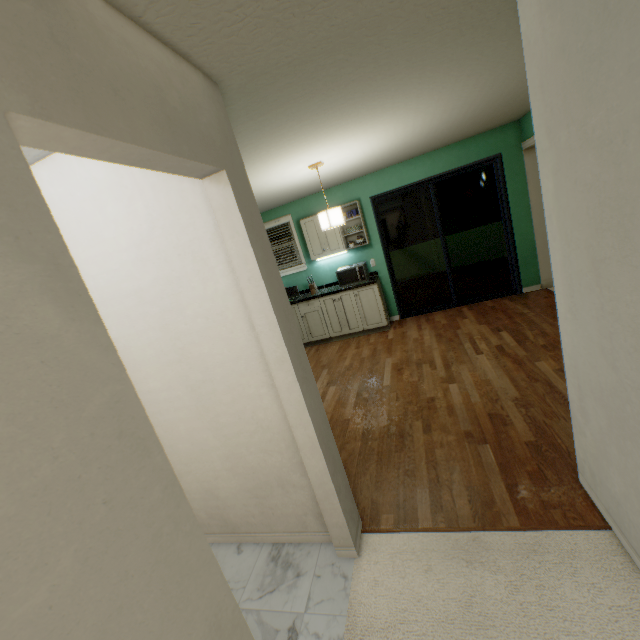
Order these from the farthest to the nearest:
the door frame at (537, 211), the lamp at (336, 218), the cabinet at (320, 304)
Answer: the cabinet at (320, 304) < the door frame at (537, 211) < the lamp at (336, 218)

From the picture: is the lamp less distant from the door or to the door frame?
the door

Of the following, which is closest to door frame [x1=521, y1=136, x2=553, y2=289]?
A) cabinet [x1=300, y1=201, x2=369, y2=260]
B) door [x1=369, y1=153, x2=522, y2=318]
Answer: door [x1=369, y1=153, x2=522, y2=318]

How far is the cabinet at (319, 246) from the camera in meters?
5.3

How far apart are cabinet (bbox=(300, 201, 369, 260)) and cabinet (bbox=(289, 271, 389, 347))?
0.5 meters

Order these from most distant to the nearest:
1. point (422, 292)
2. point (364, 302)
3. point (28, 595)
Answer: point (422, 292) < point (364, 302) < point (28, 595)

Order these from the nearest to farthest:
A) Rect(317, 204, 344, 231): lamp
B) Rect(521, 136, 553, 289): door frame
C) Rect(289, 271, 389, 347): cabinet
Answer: Rect(317, 204, 344, 231): lamp → Rect(521, 136, 553, 289): door frame → Rect(289, 271, 389, 347): cabinet

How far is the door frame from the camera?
4.6 meters
